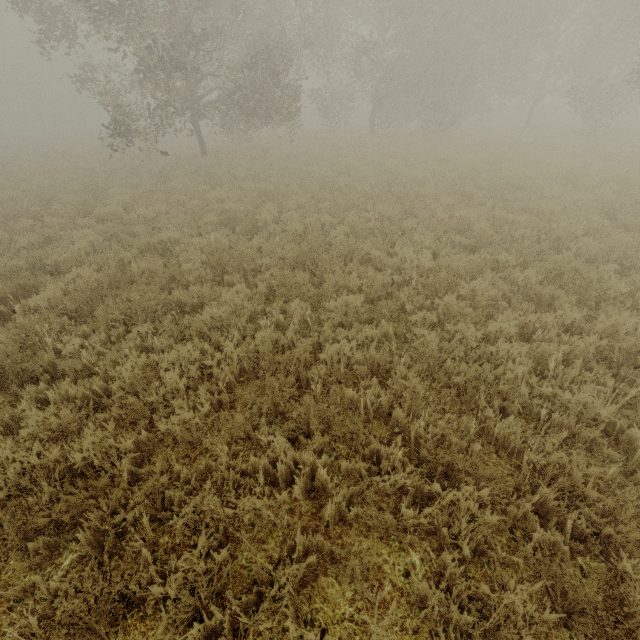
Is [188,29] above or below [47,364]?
above

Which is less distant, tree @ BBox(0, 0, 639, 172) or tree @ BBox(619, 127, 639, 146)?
tree @ BBox(0, 0, 639, 172)

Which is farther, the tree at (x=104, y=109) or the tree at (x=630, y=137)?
the tree at (x=630, y=137)

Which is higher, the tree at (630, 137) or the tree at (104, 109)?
the tree at (104, 109)

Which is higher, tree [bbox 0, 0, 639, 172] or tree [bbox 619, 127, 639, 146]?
tree [bbox 0, 0, 639, 172]
